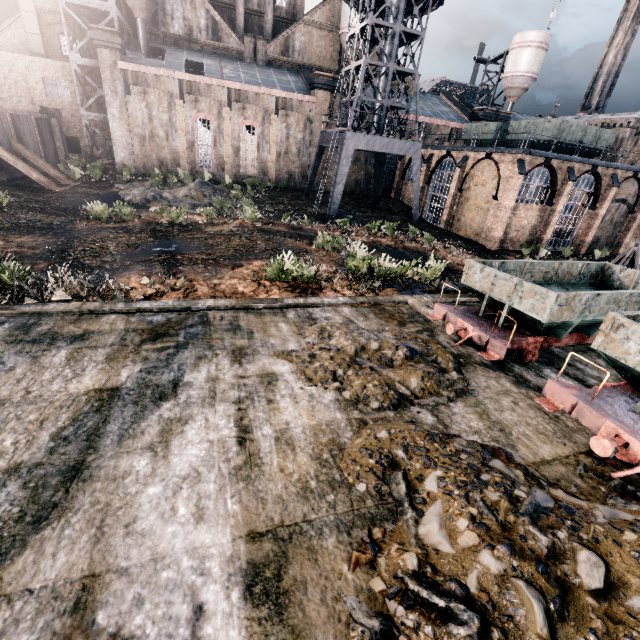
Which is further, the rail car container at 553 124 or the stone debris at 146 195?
the rail car container at 553 124

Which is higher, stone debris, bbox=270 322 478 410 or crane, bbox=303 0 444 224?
crane, bbox=303 0 444 224

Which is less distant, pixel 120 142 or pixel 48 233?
pixel 48 233

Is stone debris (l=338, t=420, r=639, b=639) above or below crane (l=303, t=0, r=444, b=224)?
below

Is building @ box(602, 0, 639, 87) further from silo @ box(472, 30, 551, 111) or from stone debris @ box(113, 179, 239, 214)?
stone debris @ box(113, 179, 239, 214)

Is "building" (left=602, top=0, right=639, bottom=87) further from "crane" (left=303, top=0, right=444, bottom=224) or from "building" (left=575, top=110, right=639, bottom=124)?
"crane" (left=303, top=0, right=444, bottom=224)

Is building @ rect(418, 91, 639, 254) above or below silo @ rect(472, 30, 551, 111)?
below

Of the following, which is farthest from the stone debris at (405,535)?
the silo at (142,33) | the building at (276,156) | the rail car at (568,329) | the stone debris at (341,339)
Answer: the silo at (142,33)
